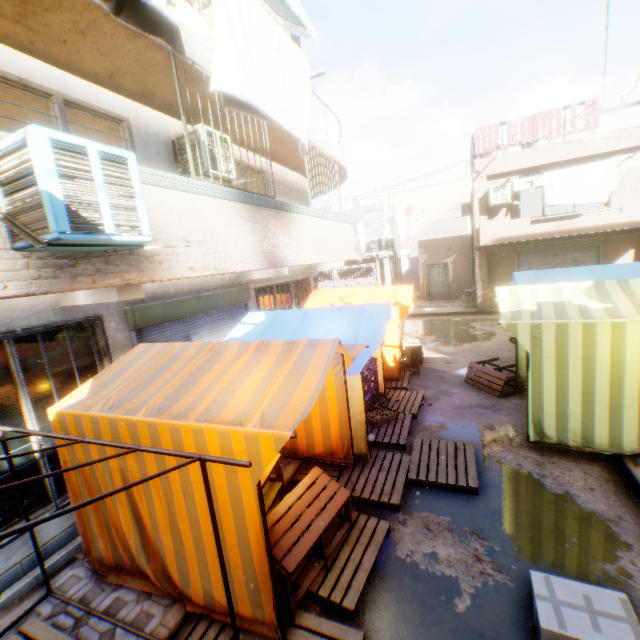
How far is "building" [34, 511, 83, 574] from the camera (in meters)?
4.05

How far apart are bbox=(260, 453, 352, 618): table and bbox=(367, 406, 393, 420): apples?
2.7m

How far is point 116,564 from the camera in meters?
3.8 m

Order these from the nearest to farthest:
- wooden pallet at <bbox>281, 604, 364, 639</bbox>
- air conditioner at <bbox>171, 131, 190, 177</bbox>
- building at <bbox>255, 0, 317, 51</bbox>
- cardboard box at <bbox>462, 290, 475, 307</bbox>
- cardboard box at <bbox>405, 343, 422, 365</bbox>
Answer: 1. wooden pallet at <bbox>281, 604, 364, 639</bbox>
2. air conditioner at <bbox>171, 131, 190, 177</bbox>
3. building at <bbox>255, 0, 317, 51</bbox>
4. cardboard box at <bbox>405, 343, 422, 365</bbox>
5. cardboard box at <bbox>462, 290, 475, 307</bbox>

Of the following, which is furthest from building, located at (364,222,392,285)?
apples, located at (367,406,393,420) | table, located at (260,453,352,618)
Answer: apples, located at (367,406,393,420)

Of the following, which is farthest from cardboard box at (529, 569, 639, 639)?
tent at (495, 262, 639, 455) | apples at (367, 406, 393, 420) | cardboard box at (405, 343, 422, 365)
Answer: cardboard box at (405, 343, 422, 365)

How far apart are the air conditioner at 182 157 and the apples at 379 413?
5.4m

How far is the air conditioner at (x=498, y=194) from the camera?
14.27m
